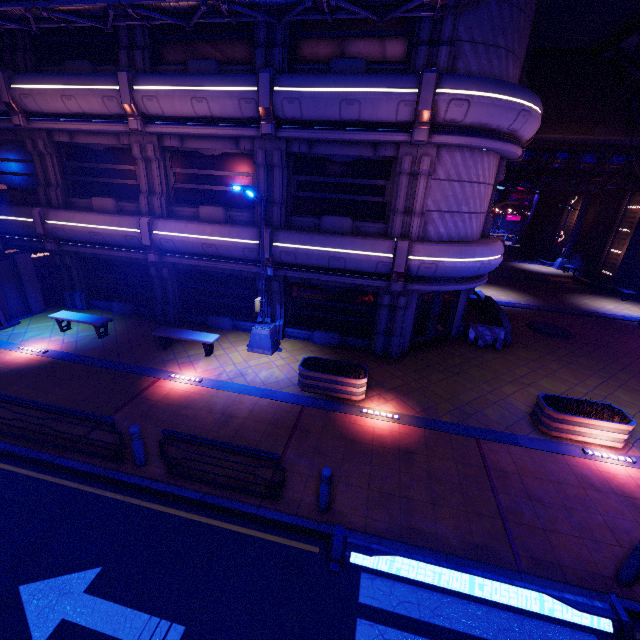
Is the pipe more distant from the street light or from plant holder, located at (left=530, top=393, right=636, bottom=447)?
plant holder, located at (left=530, top=393, right=636, bottom=447)

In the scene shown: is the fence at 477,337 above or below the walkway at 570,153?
below

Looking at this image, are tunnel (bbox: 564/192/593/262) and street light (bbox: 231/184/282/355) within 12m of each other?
no

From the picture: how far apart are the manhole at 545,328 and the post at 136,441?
17.78m

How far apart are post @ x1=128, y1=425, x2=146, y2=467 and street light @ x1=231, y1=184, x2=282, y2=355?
5.7 meters

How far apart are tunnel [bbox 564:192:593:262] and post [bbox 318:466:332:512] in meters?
37.5

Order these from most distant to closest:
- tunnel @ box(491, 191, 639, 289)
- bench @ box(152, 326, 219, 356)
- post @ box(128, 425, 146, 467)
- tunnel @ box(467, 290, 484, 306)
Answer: tunnel @ box(491, 191, 639, 289)
tunnel @ box(467, 290, 484, 306)
bench @ box(152, 326, 219, 356)
post @ box(128, 425, 146, 467)

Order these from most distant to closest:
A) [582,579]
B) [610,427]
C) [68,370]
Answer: [68,370] → [610,427] → [582,579]
